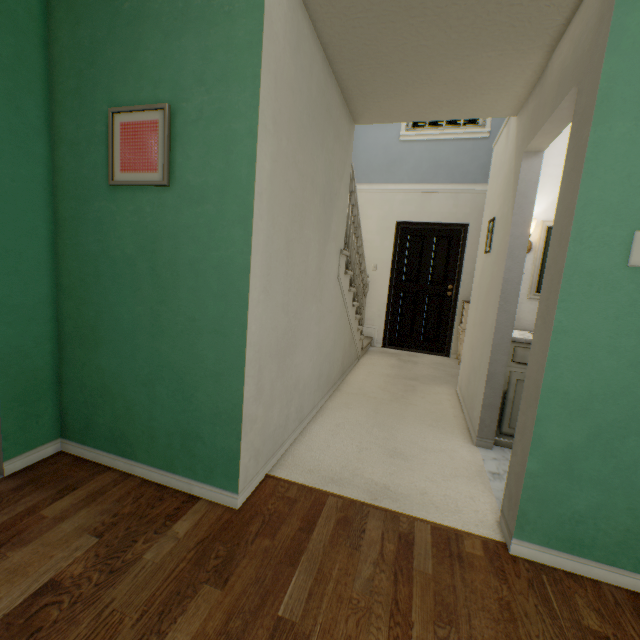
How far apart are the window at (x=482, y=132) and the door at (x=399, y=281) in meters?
1.2 m

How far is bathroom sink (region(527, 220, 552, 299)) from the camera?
2.6m

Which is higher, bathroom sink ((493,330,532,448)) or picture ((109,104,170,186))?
picture ((109,104,170,186))

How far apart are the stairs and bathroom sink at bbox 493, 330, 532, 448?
1.5 meters

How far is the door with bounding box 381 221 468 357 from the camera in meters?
5.2

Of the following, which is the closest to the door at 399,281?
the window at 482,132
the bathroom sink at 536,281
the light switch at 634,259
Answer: the window at 482,132

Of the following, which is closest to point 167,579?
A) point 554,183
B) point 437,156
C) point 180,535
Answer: point 180,535

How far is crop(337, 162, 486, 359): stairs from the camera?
3.1m
